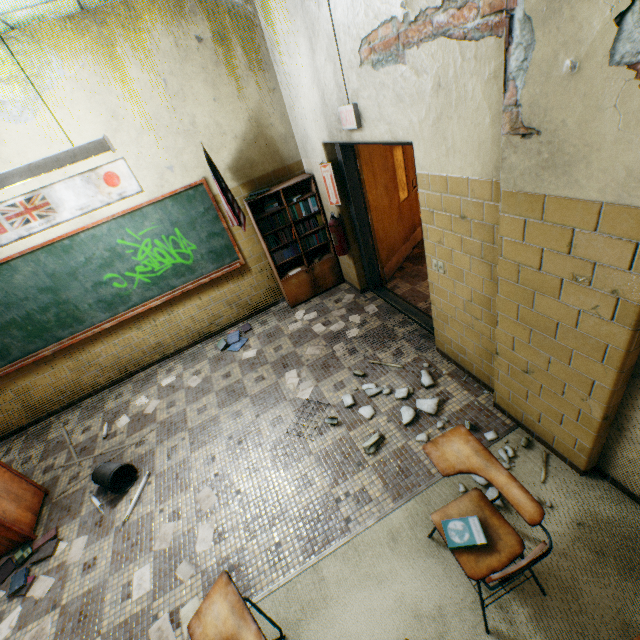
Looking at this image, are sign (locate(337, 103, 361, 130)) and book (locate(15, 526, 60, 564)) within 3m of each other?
no

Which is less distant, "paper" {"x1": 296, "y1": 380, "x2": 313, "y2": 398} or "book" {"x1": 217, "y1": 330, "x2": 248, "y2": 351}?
"paper" {"x1": 296, "y1": 380, "x2": 313, "y2": 398}

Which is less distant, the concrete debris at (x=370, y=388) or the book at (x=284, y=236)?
the concrete debris at (x=370, y=388)

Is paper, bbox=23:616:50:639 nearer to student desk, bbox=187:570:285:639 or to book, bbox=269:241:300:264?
student desk, bbox=187:570:285:639

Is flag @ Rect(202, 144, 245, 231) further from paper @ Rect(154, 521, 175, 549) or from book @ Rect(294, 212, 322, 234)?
paper @ Rect(154, 521, 175, 549)

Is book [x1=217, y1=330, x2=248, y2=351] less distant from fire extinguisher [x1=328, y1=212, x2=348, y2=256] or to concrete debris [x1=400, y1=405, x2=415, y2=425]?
fire extinguisher [x1=328, y1=212, x2=348, y2=256]

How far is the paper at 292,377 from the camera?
3.9m

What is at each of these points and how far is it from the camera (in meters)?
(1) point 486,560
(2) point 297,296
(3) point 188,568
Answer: (1) student desk, 1.80
(2) bookcase, 5.26
(3) paper, 2.61
